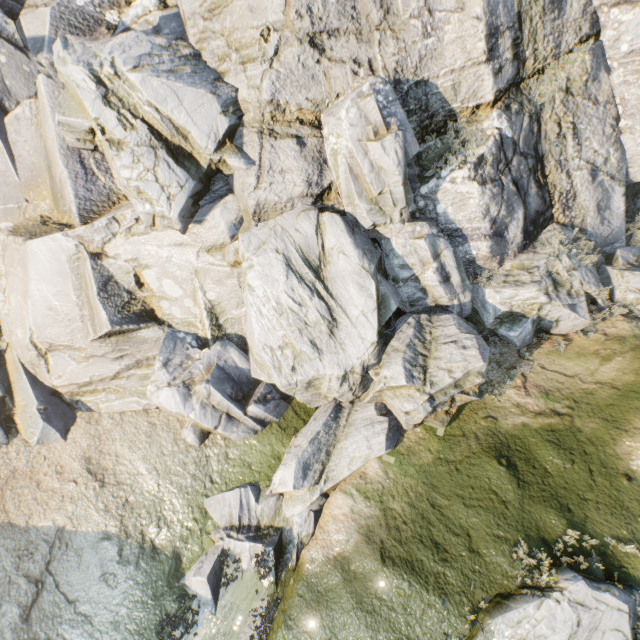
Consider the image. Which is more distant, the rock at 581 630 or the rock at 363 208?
the rock at 363 208

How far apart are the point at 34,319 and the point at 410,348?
14.1 meters

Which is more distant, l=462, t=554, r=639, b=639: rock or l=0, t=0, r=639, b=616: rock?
l=0, t=0, r=639, b=616: rock
